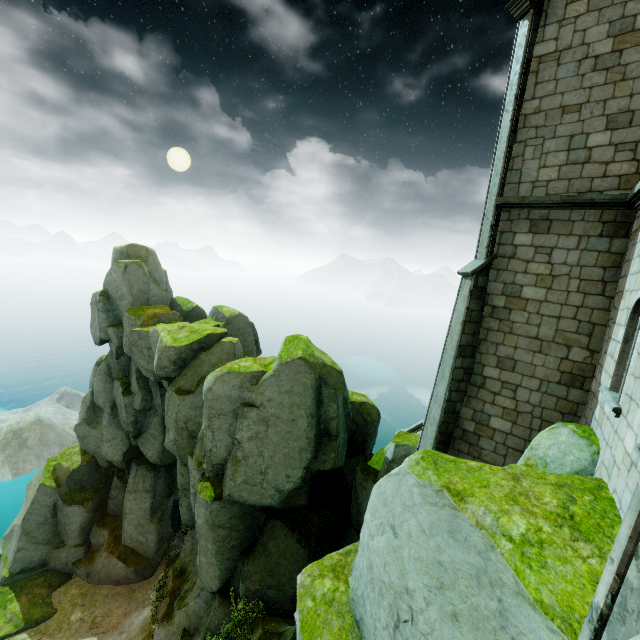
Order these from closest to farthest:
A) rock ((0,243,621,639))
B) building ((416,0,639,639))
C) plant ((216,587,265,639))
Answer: rock ((0,243,621,639)) → building ((416,0,639,639)) → plant ((216,587,265,639))

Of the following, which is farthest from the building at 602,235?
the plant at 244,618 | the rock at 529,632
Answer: the plant at 244,618

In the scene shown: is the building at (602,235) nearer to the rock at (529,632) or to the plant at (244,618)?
the rock at (529,632)

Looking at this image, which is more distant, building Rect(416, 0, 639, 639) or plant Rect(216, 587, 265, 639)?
plant Rect(216, 587, 265, 639)

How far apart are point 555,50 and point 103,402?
25.7 meters

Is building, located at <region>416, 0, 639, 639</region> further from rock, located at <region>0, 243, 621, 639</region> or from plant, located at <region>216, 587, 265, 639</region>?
plant, located at <region>216, 587, 265, 639</region>

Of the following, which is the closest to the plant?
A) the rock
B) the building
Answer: the rock

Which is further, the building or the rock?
the building
